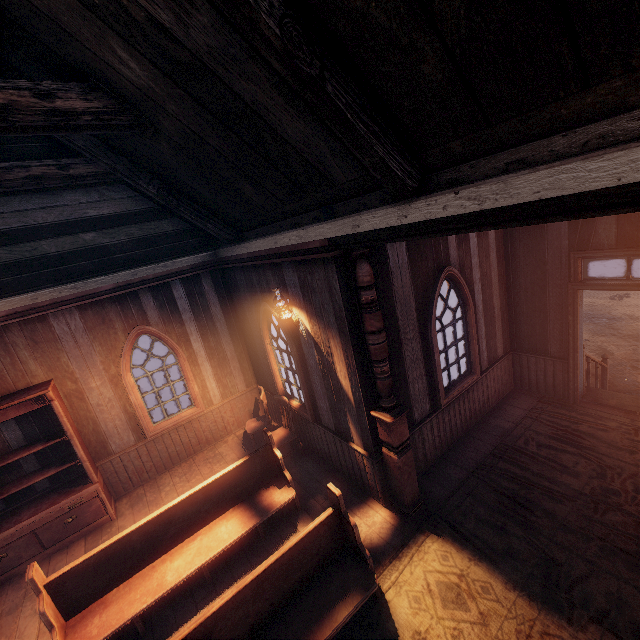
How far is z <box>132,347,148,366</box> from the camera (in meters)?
16.77

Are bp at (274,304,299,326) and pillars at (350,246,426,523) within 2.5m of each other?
yes

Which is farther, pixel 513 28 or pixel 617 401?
pixel 617 401

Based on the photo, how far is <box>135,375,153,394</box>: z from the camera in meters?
13.5 m

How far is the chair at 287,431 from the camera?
5.96m

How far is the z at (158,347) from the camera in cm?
1838

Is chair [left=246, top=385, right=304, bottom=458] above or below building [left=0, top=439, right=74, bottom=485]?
below

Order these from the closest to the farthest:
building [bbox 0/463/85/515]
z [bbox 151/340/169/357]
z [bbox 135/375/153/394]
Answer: building [bbox 0/463/85/515] → z [bbox 135/375/153/394] → z [bbox 151/340/169/357]
